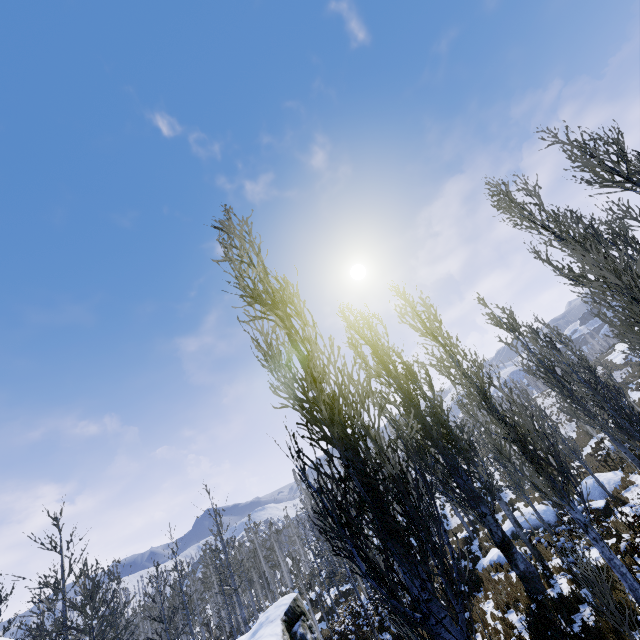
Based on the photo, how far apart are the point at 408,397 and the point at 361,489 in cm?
1184

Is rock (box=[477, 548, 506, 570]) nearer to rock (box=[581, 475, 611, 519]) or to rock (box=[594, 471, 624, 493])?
rock (box=[581, 475, 611, 519])

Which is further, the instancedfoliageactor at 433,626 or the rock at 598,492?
the rock at 598,492

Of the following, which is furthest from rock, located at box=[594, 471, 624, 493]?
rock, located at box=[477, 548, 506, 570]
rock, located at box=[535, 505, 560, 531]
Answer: rock, located at box=[477, 548, 506, 570]

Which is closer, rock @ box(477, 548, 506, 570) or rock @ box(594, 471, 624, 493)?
rock @ box(477, 548, 506, 570)

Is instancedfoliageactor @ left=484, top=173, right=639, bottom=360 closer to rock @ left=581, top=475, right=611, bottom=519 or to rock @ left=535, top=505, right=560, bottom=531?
rock @ left=581, top=475, right=611, bottom=519

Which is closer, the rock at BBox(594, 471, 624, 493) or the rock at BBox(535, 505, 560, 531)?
the rock at BBox(594, 471, 624, 493)

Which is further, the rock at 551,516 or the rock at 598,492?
the rock at 551,516
